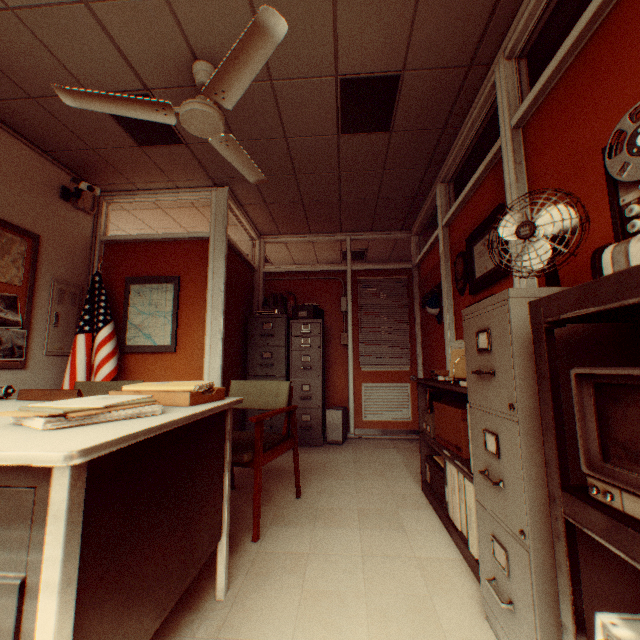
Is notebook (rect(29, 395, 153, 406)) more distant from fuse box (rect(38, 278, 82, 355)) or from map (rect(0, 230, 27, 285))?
fuse box (rect(38, 278, 82, 355))

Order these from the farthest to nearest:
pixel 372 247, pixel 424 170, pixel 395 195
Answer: pixel 372 247
pixel 395 195
pixel 424 170

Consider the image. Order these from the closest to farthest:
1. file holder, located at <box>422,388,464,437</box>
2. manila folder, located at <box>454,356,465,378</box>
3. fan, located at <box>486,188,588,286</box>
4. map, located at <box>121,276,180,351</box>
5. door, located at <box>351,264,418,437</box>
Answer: fan, located at <box>486,188,588,286</box>
manila folder, located at <box>454,356,465,378</box>
file holder, located at <box>422,388,464,437</box>
map, located at <box>121,276,180,351</box>
door, located at <box>351,264,418,437</box>

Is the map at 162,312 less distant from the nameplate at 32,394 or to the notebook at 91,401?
the nameplate at 32,394

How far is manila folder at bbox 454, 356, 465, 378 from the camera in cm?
234

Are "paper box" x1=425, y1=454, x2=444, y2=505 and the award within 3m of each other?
yes

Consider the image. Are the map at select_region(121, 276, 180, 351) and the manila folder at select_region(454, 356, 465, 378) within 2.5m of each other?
no

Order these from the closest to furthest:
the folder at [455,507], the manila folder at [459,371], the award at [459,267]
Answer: the folder at [455,507] < the manila folder at [459,371] < the award at [459,267]
